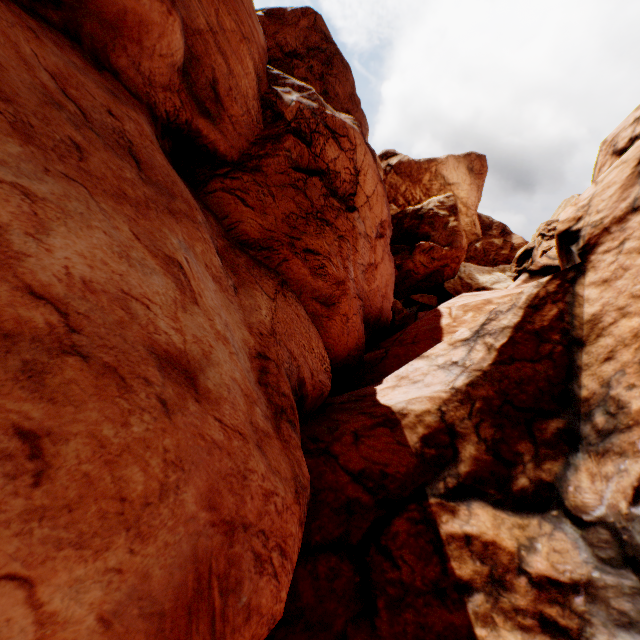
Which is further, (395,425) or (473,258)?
(473,258)
